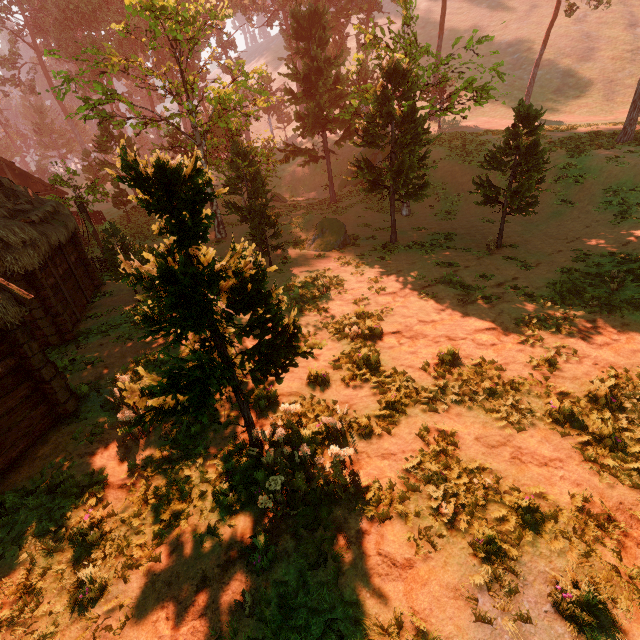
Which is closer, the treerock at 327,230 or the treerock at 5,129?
the treerock at 327,230

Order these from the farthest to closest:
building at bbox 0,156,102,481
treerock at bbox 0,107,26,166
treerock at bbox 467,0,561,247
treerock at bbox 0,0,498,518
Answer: treerock at bbox 0,107,26,166
treerock at bbox 467,0,561,247
building at bbox 0,156,102,481
treerock at bbox 0,0,498,518

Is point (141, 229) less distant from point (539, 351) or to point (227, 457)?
point (227, 457)

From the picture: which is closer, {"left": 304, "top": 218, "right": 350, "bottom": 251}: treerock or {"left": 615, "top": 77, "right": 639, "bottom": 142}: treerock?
{"left": 304, "top": 218, "right": 350, "bottom": 251}: treerock

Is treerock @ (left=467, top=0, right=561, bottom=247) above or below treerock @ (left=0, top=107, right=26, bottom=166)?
below

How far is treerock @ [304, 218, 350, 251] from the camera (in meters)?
19.33
